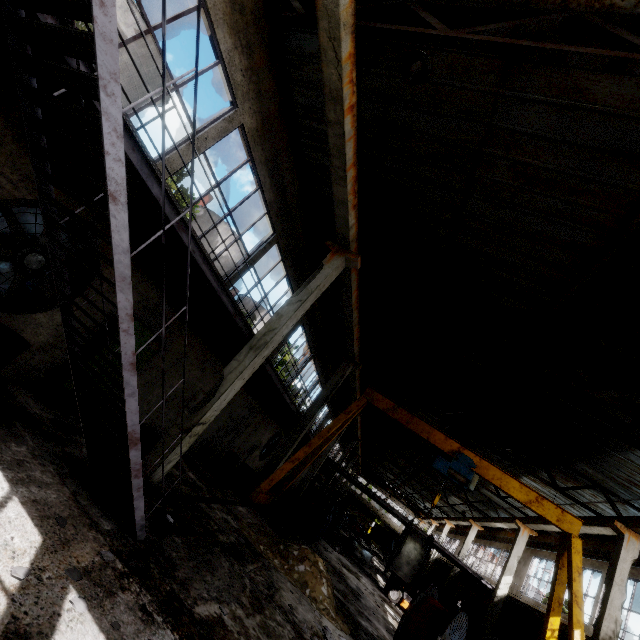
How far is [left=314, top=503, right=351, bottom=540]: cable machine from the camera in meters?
17.1 m

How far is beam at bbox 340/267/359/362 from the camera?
10.9 meters

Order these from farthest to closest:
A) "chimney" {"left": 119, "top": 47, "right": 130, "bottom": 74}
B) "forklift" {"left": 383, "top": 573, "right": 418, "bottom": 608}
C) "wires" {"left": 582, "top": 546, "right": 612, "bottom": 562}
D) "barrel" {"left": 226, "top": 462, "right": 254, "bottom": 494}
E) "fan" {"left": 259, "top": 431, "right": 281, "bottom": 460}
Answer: "chimney" {"left": 119, "top": 47, "right": 130, "bottom": 74} < "fan" {"left": 259, "top": 431, "right": 281, "bottom": 460} < "forklift" {"left": 383, "top": 573, "right": 418, "bottom": 608} < "wires" {"left": 582, "top": 546, "right": 612, "bottom": 562} < "barrel" {"left": 226, "top": 462, "right": 254, "bottom": 494}

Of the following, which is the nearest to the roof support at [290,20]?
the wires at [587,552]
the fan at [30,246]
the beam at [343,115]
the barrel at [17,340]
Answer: the beam at [343,115]

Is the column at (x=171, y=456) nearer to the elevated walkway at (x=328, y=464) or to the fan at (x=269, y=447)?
the elevated walkway at (x=328, y=464)

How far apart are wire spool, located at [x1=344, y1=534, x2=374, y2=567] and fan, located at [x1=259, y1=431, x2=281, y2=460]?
8.4 meters

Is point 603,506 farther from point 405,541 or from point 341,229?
point 341,229

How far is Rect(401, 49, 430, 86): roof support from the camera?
4.5 meters
